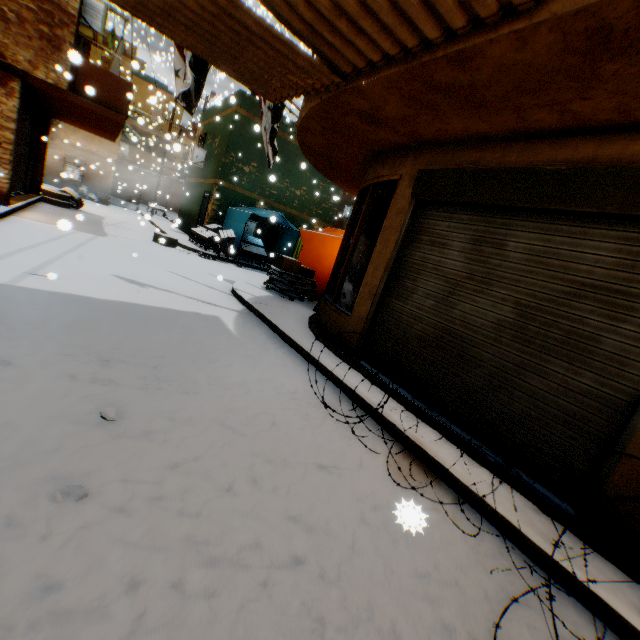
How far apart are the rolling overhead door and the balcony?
0.03m

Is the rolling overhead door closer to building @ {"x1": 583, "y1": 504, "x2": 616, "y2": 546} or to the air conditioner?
building @ {"x1": 583, "y1": 504, "x2": 616, "y2": 546}

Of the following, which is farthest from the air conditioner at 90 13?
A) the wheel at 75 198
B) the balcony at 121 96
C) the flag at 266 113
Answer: the wheel at 75 198

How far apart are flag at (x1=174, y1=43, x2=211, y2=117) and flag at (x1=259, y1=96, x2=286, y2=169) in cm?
59

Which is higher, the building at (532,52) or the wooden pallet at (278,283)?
the building at (532,52)

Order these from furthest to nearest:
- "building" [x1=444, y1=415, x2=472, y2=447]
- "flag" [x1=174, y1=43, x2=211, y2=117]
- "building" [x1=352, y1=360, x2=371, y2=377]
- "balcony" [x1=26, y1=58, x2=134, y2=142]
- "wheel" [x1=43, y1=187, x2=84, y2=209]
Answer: "wheel" [x1=43, y1=187, x2=84, y2=209] → "balcony" [x1=26, y1=58, x2=134, y2=142] → "flag" [x1=174, y1=43, x2=211, y2=117] → "building" [x1=352, y1=360, x2=371, y2=377] → "building" [x1=444, y1=415, x2=472, y2=447]

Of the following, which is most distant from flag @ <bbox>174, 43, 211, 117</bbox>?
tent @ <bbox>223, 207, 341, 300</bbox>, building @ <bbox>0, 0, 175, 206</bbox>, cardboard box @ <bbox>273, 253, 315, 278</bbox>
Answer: cardboard box @ <bbox>273, 253, 315, 278</bbox>

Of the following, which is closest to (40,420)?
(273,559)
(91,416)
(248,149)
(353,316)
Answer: (91,416)
